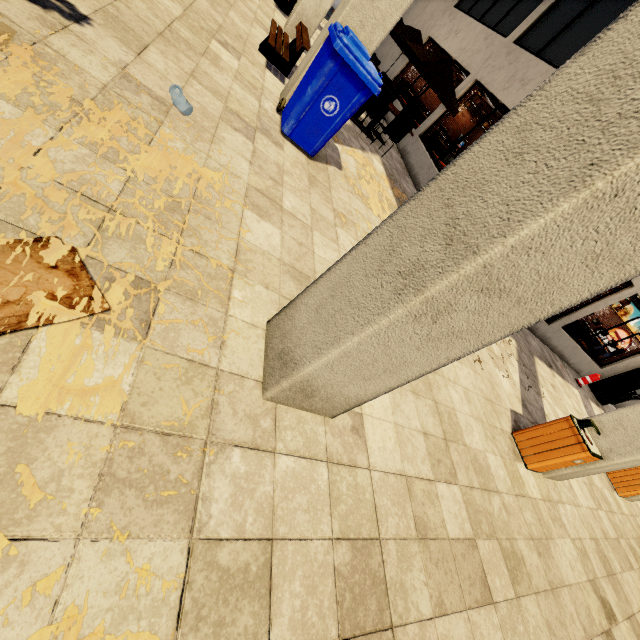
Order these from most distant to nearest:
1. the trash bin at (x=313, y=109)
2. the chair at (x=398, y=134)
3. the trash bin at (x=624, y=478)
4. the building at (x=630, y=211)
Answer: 1. the chair at (x=398, y=134)
2. the trash bin at (x=624, y=478)
3. the trash bin at (x=313, y=109)
4. the building at (x=630, y=211)

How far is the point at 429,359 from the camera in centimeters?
172cm

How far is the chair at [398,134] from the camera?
7.4 meters

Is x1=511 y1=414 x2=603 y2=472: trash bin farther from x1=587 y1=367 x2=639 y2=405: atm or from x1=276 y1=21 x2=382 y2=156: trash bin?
x1=587 y1=367 x2=639 y2=405: atm

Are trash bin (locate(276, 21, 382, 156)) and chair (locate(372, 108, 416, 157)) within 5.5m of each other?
yes

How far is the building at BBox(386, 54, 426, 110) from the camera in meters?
12.0

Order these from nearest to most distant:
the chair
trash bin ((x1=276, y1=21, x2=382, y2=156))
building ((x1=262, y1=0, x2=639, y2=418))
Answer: building ((x1=262, y1=0, x2=639, y2=418)), trash bin ((x1=276, y1=21, x2=382, y2=156)), the chair

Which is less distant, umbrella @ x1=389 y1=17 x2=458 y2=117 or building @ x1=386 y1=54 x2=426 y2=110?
umbrella @ x1=389 y1=17 x2=458 y2=117
